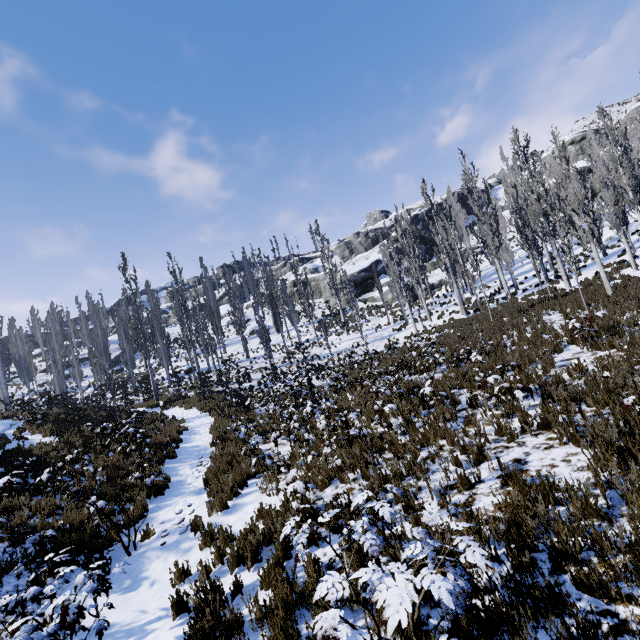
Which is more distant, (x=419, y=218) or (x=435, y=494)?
(x=419, y=218)

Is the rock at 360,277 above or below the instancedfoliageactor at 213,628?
above

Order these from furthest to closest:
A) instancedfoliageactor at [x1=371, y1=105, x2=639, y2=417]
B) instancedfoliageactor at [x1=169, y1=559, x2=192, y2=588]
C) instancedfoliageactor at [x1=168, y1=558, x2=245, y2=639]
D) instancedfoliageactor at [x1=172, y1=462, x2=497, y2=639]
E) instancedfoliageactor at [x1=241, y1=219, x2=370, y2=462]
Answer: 1. instancedfoliageactor at [x1=371, y1=105, x2=639, y2=417]
2. instancedfoliageactor at [x1=241, y1=219, x2=370, y2=462]
3. instancedfoliageactor at [x1=169, y1=559, x2=192, y2=588]
4. instancedfoliageactor at [x1=168, y1=558, x2=245, y2=639]
5. instancedfoliageactor at [x1=172, y1=462, x2=497, y2=639]

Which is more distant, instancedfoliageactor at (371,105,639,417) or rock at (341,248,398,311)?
rock at (341,248,398,311)

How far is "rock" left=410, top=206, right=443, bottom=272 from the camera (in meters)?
47.53

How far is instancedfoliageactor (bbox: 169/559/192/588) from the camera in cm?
532

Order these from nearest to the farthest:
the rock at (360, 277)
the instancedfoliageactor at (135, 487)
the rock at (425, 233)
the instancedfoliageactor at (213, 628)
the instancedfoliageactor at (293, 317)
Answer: the instancedfoliageactor at (213, 628), the instancedfoliageactor at (135, 487), the instancedfoliageactor at (293, 317), the rock at (360, 277), the rock at (425, 233)
